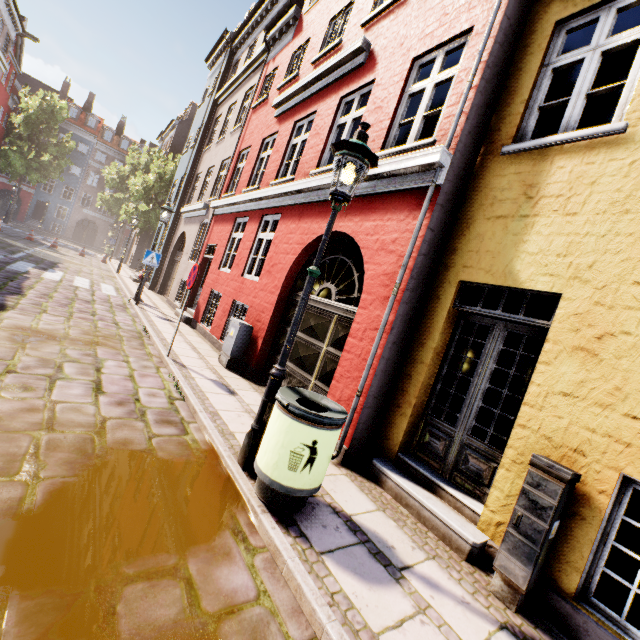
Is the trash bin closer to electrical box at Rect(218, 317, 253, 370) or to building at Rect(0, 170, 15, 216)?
building at Rect(0, 170, 15, 216)

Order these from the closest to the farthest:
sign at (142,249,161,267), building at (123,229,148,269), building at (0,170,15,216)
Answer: sign at (142,249,161,267) < building at (123,229,148,269) < building at (0,170,15,216)

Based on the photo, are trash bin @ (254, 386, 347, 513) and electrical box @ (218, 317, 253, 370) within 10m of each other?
yes

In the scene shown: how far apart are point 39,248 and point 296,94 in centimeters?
1937cm

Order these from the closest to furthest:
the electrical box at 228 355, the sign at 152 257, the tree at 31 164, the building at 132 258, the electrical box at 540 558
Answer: the electrical box at 540 558 < the electrical box at 228 355 < the sign at 152 257 < the building at 132 258 < the tree at 31 164

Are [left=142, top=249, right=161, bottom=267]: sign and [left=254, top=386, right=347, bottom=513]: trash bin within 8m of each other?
no

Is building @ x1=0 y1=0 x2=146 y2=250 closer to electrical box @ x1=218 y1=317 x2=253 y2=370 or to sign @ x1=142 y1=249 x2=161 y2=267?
electrical box @ x1=218 y1=317 x2=253 y2=370

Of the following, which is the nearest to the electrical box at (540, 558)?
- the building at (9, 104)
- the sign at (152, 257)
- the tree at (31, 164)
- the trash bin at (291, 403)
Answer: the building at (9, 104)
